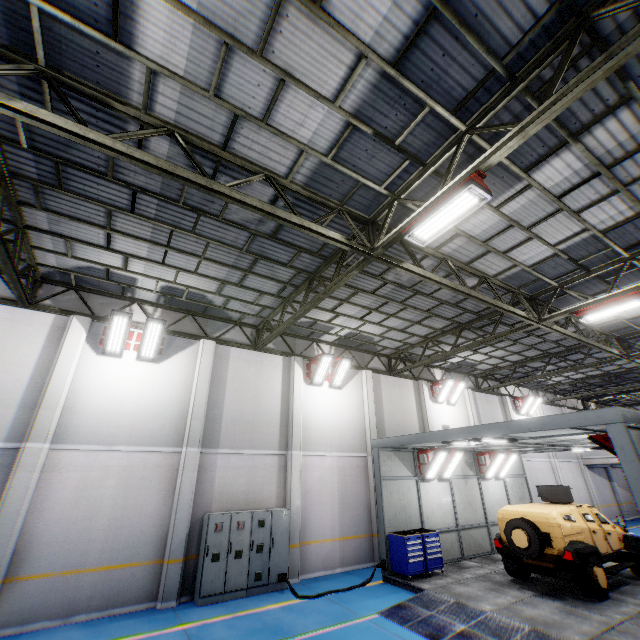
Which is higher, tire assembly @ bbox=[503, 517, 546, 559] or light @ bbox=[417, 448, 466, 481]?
light @ bbox=[417, 448, 466, 481]

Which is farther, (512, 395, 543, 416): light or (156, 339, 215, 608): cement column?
(512, 395, 543, 416): light

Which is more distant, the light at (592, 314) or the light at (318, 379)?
the light at (318, 379)

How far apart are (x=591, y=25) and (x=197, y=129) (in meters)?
6.39

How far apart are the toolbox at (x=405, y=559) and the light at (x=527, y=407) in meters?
14.0

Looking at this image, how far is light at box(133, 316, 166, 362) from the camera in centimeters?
1069cm

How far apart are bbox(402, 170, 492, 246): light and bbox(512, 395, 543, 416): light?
20.1 meters

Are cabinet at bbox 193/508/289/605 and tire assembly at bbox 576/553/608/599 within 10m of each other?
yes
